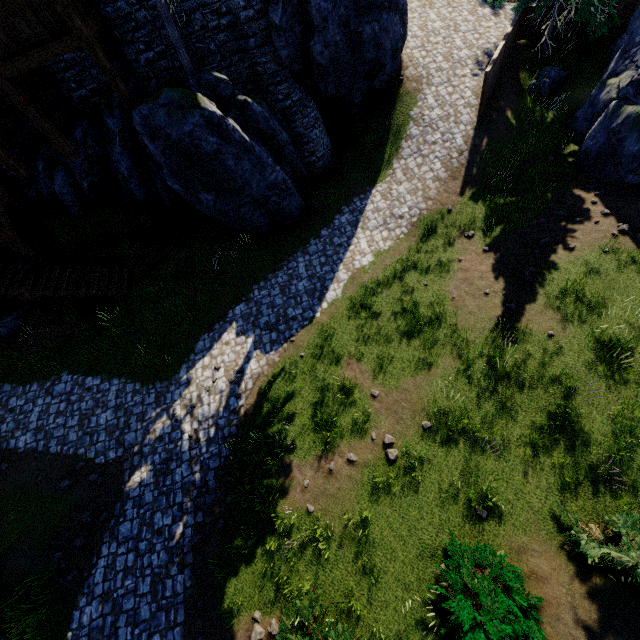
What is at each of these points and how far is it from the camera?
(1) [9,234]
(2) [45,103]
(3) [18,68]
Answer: (1) walkway, 13.0 meters
(2) stairs, 12.0 meters
(3) walkway, 9.8 meters

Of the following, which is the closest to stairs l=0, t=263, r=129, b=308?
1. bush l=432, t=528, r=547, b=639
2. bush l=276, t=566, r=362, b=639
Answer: bush l=276, t=566, r=362, b=639

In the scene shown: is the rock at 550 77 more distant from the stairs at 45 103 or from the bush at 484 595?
the stairs at 45 103

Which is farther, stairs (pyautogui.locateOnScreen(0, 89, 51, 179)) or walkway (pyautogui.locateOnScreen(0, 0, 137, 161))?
stairs (pyautogui.locateOnScreen(0, 89, 51, 179))

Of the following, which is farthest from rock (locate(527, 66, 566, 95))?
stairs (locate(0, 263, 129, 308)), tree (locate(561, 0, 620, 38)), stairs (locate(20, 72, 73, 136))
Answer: stairs (locate(0, 263, 129, 308))

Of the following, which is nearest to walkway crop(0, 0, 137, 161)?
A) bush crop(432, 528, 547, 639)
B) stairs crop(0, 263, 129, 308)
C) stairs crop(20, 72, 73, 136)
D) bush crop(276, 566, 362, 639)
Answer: stairs crop(20, 72, 73, 136)

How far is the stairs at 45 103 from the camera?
11.4m

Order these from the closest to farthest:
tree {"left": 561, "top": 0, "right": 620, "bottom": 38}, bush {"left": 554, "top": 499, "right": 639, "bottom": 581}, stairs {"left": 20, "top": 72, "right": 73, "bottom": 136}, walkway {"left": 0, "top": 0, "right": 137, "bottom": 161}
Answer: bush {"left": 554, "top": 499, "right": 639, "bottom": 581} < walkway {"left": 0, "top": 0, "right": 137, "bottom": 161} < stairs {"left": 20, "top": 72, "right": 73, "bottom": 136} < tree {"left": 561, "top": 0, "right": 620, "bottom": 38}
